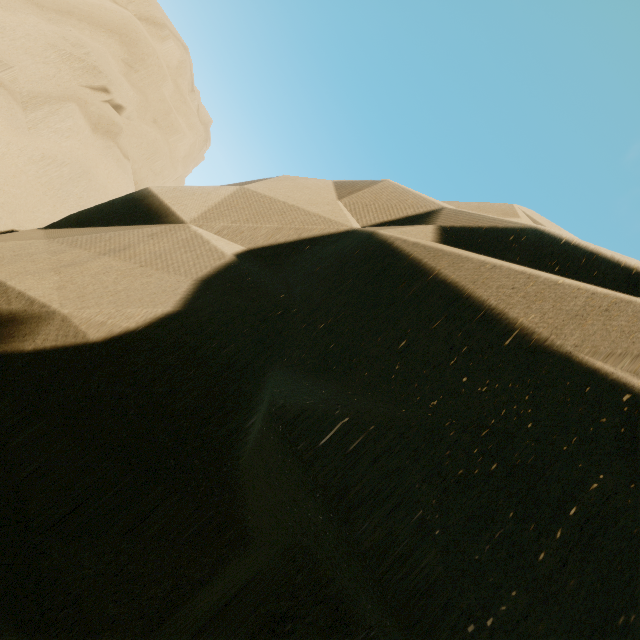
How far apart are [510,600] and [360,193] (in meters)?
3.11
